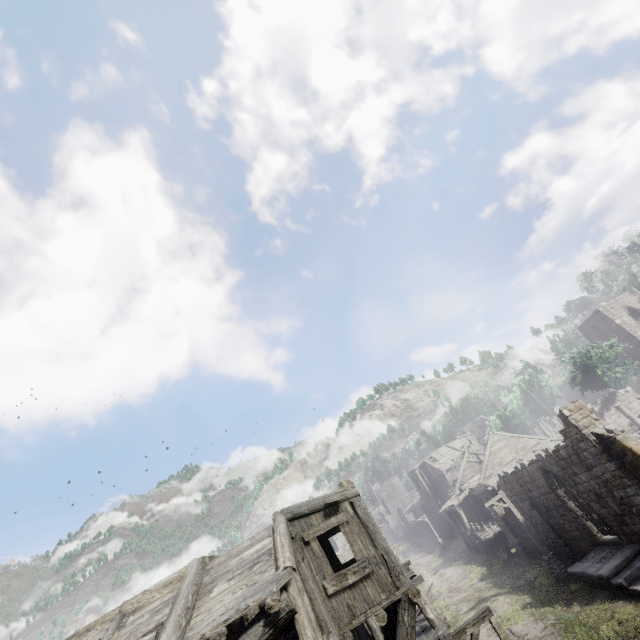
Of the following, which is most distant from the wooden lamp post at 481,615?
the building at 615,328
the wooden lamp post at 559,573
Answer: the wooden lamp post at 559,573

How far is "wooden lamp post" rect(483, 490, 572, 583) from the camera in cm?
1745

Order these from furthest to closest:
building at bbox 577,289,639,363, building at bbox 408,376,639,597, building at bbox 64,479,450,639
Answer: building at bbox 577,289,639,363
building at bbox 408,376,639,597
building at bbox 64,479,450,639

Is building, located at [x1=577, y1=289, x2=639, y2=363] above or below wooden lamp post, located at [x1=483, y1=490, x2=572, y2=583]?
→ above

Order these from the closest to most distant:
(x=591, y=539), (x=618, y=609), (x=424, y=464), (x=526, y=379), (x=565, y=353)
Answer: (x=618, y=609) < (x=591, y=539) < (x=526, y=379) < (x=424, y=464) < (x=565, y=353)

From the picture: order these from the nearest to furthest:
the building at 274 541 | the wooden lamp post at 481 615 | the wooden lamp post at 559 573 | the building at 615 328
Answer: the building at 274 541
the wooden lamp post at 481 615
the wooden lamp post at 559 573
the building at 615 328

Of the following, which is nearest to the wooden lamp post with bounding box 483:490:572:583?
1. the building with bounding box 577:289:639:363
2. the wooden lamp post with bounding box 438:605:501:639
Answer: the building with bounding box 577:289:639:363

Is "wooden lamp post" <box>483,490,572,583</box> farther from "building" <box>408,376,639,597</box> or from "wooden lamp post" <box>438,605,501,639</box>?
"wooden lamp post" <box>438,605,501,639</box>
